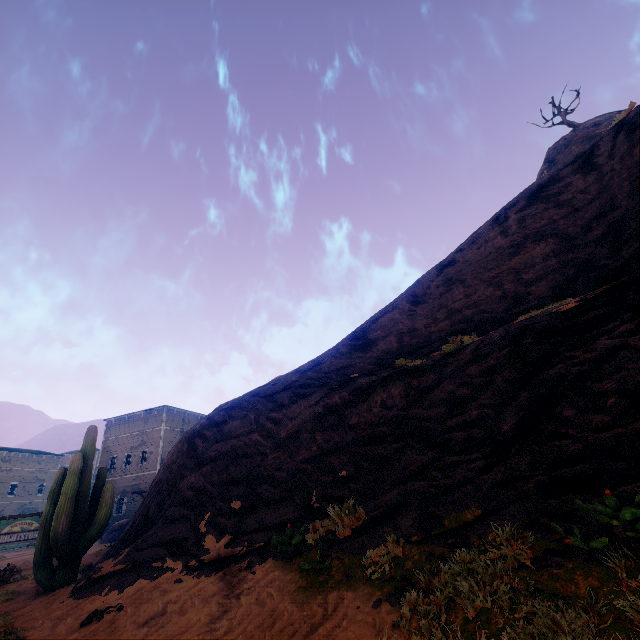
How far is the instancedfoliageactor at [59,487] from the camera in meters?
8.2

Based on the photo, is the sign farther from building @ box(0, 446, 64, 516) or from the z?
building @ box(0, 446, 64, 516)

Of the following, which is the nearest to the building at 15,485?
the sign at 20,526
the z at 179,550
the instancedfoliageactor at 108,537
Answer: the z at 179,550

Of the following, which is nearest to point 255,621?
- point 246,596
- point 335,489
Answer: point 246,596

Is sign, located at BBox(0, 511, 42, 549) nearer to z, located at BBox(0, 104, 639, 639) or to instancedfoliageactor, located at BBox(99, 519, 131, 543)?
z, located at BBox(0, 104, 639, 639)

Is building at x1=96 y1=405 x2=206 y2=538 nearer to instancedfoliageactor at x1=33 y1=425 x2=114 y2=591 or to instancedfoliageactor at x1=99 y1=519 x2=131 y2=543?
instancedfoliageactor at x1=99 y1=519 x2=131 y2=543

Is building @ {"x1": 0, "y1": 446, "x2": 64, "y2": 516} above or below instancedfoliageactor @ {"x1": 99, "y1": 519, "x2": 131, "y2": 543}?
above

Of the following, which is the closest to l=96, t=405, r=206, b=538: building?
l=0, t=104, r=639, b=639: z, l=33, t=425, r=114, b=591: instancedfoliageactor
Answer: l=0, t=104, r=639, b=639: z
